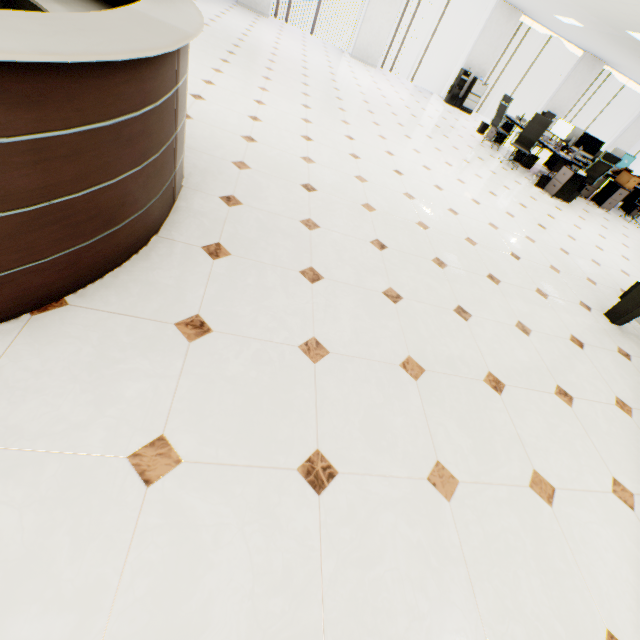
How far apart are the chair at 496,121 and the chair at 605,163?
1.9m

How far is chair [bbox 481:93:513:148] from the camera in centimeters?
853cm

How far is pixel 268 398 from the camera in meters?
1.8 m

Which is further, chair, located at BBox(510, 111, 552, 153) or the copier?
the copier

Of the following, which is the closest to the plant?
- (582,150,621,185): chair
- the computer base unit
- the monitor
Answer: (582,150,621,185): chair

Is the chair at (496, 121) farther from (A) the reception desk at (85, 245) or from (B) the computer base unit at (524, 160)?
(A) the reception desk at (85, 245)

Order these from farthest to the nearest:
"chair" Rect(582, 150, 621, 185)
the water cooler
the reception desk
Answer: the water cooler < "chair" Rect(582, 150, 621, 185) < the reception desk

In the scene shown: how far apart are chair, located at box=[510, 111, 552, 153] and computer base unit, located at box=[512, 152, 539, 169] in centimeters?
70cm
